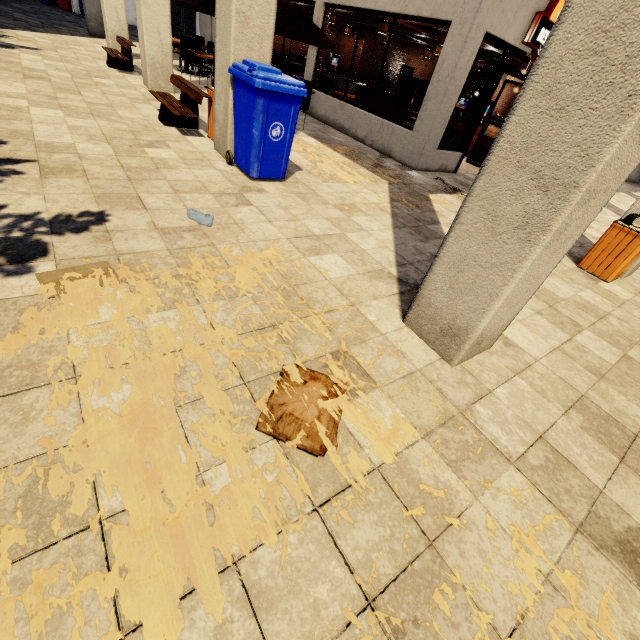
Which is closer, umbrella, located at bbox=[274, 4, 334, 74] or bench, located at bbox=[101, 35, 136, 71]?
umbrella, located at bbox=[274, 4, 334, 74]

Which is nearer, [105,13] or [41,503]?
[41,503]

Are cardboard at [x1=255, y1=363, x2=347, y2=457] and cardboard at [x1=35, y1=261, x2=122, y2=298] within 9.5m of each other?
yes

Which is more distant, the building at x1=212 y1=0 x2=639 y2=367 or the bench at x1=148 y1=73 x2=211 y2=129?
the bench at x1=148 y1=73 x2=211 y2=129

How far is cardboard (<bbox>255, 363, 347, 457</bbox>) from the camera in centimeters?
180cm

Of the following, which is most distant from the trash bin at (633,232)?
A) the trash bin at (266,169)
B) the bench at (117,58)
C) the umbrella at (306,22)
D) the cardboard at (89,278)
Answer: the bench at (117,58)

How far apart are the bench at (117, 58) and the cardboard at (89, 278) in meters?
10.0 m

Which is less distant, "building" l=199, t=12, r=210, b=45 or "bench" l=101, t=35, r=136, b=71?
"bench" l=101, t=35, r=136, b=71
